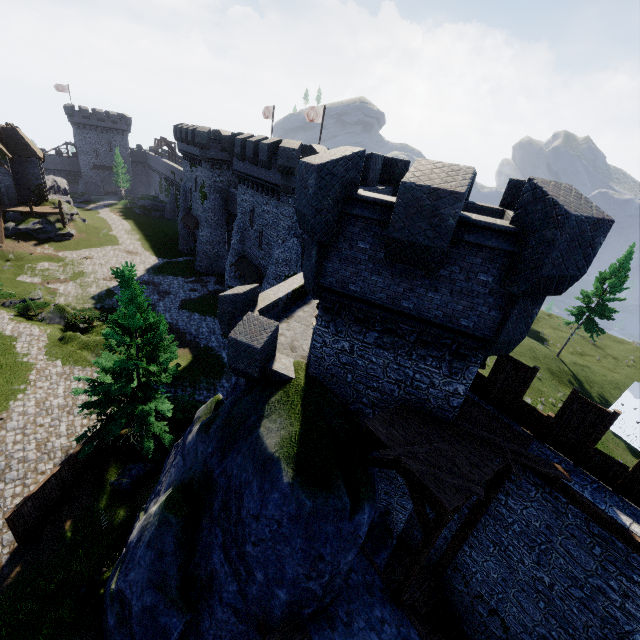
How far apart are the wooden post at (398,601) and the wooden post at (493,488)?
3.1 meters

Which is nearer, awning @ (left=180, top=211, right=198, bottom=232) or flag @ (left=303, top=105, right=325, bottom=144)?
flag @ (left=303, top=105, right=325, bottom=144)

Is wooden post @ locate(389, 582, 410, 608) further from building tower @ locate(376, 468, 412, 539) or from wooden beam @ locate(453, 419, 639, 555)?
wooden beam @ locate(453, 419, 639, 555)

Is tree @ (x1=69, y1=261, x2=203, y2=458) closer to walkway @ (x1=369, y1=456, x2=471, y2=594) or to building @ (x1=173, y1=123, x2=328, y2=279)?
Answer: walkway @ (x1=369, y1=456, x2=471, y2=594)

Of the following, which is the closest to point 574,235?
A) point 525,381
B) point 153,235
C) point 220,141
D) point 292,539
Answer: point 525,381

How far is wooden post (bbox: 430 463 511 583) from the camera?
10.0m

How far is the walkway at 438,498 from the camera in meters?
7.5

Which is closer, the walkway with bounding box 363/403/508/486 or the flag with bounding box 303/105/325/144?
the walkway with bounding box 363/403/508/486
